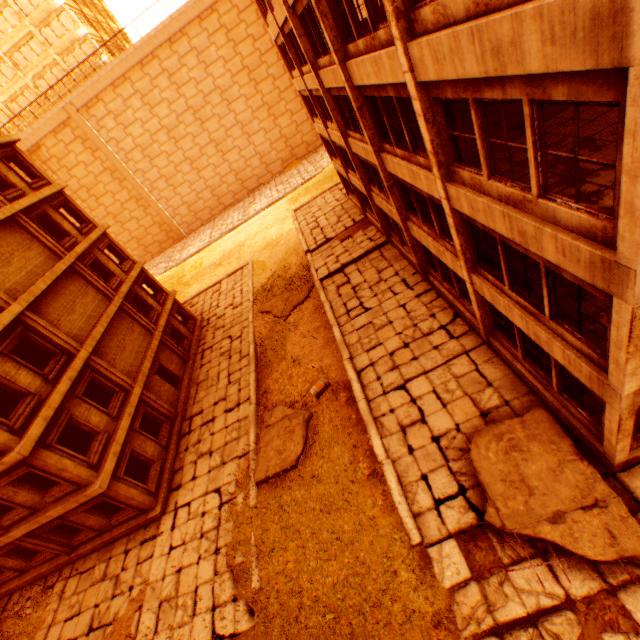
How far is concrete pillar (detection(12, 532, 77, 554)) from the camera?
13.8m

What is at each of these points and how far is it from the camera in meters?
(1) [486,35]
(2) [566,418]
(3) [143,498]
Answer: (1) wall corner piece, 4.3 m
(2) wall corner piece, 8.7 m
(3) concrete pillar, 14.2 m

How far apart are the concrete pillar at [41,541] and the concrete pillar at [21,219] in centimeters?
1266cm

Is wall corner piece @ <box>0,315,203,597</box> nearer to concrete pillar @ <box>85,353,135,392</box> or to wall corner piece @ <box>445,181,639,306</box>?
concrete pillar @ <box>85,353,135,392</box>

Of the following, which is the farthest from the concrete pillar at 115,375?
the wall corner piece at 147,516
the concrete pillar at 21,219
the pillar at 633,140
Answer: the pillar at 633,140

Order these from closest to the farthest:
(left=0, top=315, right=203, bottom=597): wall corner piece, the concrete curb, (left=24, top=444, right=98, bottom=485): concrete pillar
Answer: the concrete curb, (left=24, top=444, right=98, bottom=485): concrete pillar, (left=0, top=315, right=203, bottom=597): wall corner piece

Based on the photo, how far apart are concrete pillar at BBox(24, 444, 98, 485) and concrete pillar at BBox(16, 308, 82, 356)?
4.37m

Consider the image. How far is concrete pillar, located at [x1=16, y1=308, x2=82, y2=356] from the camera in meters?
13.5 m
